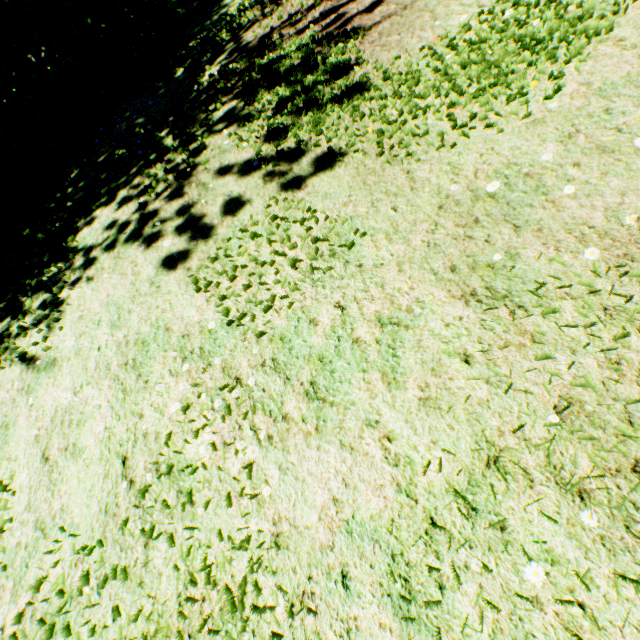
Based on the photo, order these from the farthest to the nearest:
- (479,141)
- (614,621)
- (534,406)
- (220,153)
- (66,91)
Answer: (66,91), (220,153), (479,141), (534,406), (614,621)
